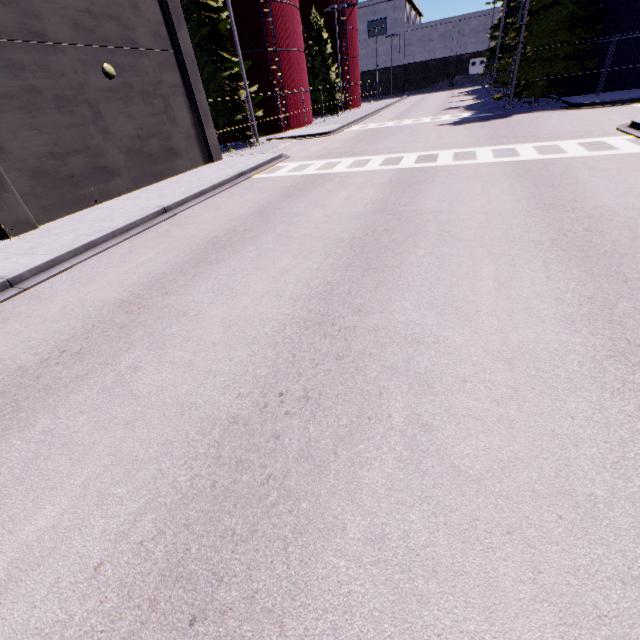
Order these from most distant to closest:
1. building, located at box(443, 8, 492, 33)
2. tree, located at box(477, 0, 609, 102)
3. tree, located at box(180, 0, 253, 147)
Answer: building, located at box(443, 8, 492, 33)
tree, located at box(180, 0, 253, 147)
tree, located at box(477, 0, 609, 102)

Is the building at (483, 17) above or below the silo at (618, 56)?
above

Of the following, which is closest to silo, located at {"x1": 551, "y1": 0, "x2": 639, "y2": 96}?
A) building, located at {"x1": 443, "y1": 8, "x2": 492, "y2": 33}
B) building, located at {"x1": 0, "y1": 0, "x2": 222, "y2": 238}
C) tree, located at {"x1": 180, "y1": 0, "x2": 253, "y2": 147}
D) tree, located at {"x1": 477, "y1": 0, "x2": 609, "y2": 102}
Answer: building, located at {"x1": 0, "y1": 0, "x2": 222, "y2": 238}

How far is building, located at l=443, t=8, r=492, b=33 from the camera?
57.9m

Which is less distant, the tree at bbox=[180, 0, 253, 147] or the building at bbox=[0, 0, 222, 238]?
the building at bbox=[0, 0, 222, 238]

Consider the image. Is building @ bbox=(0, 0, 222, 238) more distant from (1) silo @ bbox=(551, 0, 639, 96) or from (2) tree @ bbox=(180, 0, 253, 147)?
(2) tree @ bbox=(180, 0, 253, 147)

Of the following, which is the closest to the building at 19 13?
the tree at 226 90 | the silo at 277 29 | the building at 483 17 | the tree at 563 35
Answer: the silo at 277 29

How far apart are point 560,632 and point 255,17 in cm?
3563
